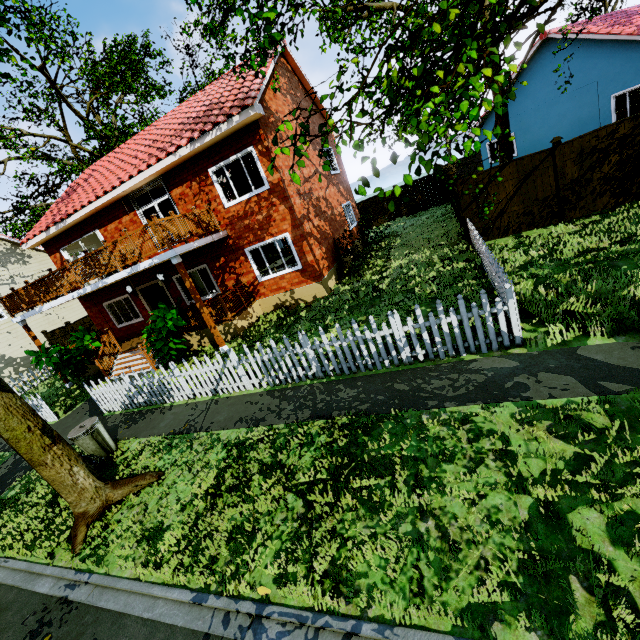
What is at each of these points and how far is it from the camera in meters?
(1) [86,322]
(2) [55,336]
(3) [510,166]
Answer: (1) fence, 21.4 m
(2) fence, 21.3 m
(3) fence, 10.4 m

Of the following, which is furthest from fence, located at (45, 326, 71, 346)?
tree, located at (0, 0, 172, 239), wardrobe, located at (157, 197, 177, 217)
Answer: wardrobe, located at (157, 197, 177, 217)

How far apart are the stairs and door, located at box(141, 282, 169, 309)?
2.1m

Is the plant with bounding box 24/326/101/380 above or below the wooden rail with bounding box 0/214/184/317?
below

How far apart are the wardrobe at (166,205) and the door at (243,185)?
4.0 meters

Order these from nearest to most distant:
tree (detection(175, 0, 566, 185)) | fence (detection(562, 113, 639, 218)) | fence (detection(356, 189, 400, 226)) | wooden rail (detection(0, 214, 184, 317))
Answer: tree (detection(175, 0, 566, 185)), fence (detection(562, 113, 639, 218)), wooden rail (detection(0, 214, 184, 317)), fence (detection(356, 189, 400, 226))

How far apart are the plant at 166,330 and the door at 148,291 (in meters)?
4.19

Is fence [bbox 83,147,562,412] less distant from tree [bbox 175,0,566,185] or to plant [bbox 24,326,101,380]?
tree [bbox 175,0,566,185]
